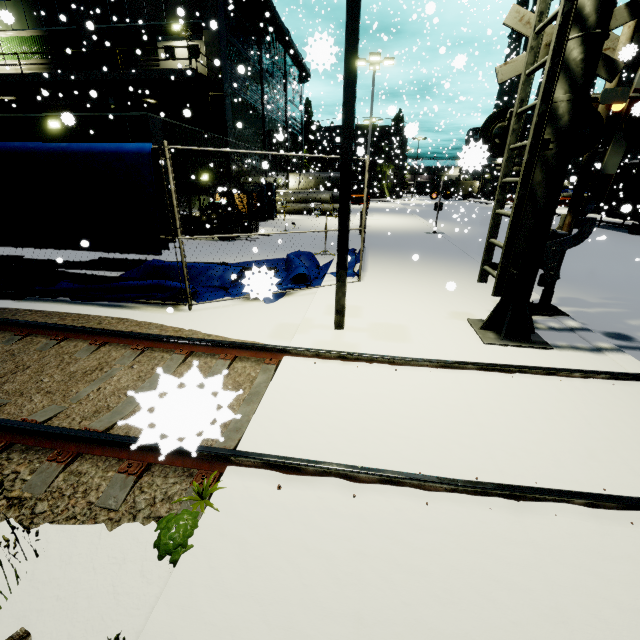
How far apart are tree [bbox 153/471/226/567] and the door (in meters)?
23.97

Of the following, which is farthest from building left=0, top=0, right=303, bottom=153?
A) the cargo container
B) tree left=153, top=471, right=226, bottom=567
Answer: tree left=153, top=471, right=226, bottom=567

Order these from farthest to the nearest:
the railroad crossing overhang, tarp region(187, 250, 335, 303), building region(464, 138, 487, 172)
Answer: the railroad crossing overhang < building region(464, 138, 487, 172) < tarp region(187, 250, 335, 303)

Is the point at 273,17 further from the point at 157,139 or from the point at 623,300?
the point at 623,300

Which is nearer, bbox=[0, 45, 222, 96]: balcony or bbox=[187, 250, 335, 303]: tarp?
bbox=[187, 250, 335, 303]: tarp

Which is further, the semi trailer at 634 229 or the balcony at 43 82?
the semi trailer at 634 229

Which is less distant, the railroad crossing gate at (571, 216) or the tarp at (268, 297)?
the tarp at (268, 297)

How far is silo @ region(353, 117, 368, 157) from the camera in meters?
4.9 m
